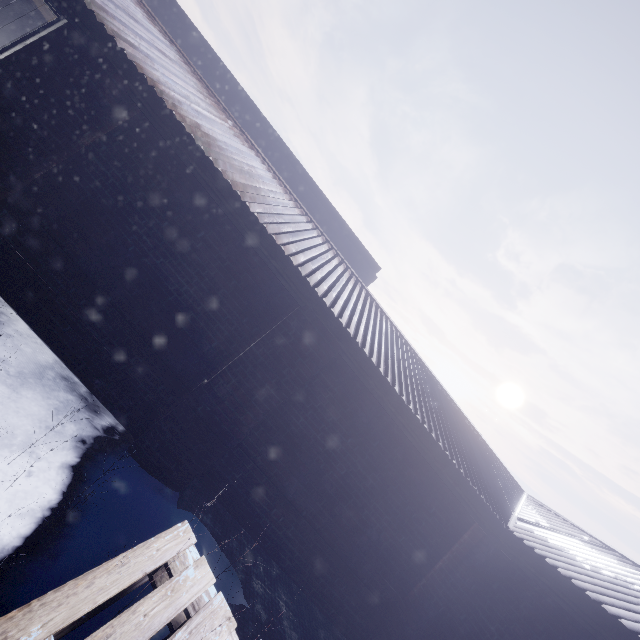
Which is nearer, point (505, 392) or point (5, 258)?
point (5, 258)

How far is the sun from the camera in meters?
57.8

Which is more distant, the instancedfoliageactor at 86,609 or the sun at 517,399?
the sun at 517,399

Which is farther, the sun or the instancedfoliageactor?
the sun

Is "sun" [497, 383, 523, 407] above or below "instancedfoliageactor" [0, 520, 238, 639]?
above

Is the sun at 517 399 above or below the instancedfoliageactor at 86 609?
above
